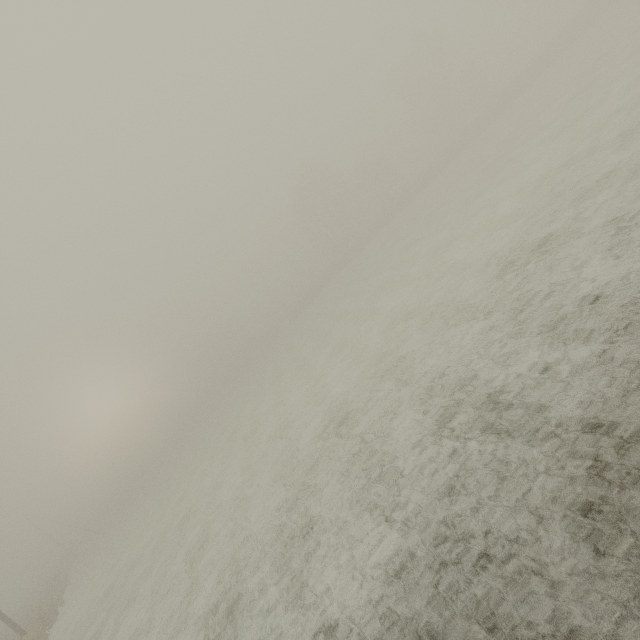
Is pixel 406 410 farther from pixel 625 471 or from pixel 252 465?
pixel 252 465
